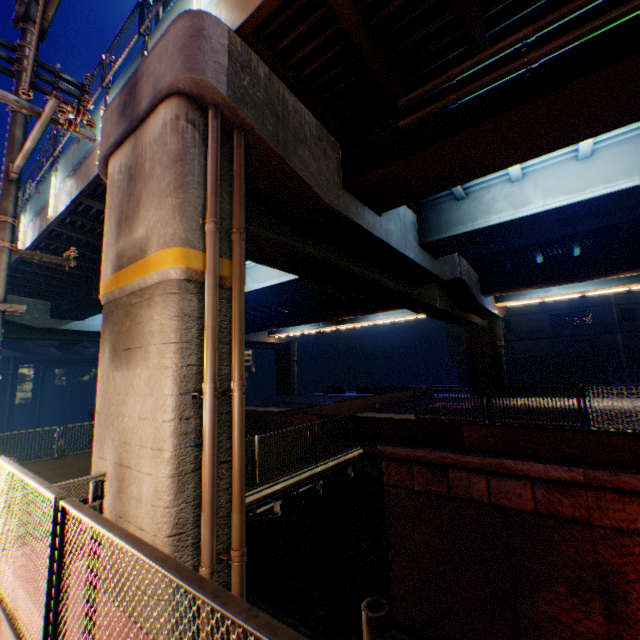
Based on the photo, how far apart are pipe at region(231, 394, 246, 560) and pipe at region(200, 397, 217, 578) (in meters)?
0.28

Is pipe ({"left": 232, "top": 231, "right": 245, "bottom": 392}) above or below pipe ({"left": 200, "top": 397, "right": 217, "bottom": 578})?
above

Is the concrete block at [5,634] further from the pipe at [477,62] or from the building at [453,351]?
the building at [453,351]

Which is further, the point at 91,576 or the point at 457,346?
the point at 457,346

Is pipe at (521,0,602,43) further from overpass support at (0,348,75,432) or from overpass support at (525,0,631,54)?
overpass support at (0,348,75,432)

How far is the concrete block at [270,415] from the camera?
15.15m
